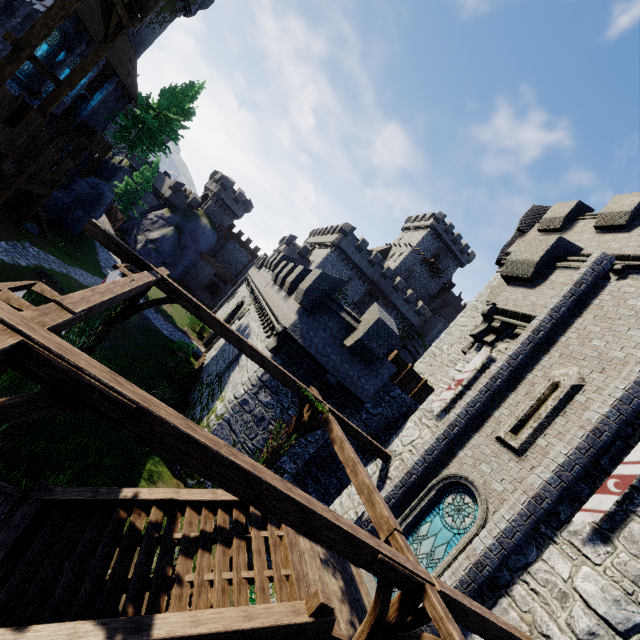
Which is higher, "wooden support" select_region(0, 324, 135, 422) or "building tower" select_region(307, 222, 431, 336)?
"building tower" select_region(307, 222, 431, 336)

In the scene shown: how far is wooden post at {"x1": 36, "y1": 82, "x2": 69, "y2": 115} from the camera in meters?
13.6 m

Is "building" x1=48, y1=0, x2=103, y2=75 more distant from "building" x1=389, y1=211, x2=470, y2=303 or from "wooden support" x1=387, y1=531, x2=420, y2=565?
"building" x1=389, y1=211, x2=470, y2=303

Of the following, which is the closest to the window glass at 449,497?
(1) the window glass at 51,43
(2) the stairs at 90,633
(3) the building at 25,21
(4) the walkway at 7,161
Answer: (2) the stairs at 90,633

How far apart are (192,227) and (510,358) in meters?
49.9

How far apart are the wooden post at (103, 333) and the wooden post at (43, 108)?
11.8m

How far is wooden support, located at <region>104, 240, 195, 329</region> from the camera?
7.8m

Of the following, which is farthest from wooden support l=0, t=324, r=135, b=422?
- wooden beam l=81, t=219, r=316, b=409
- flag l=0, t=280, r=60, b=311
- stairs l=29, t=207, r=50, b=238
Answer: stairs l=29, t=207, r=50, b=238
